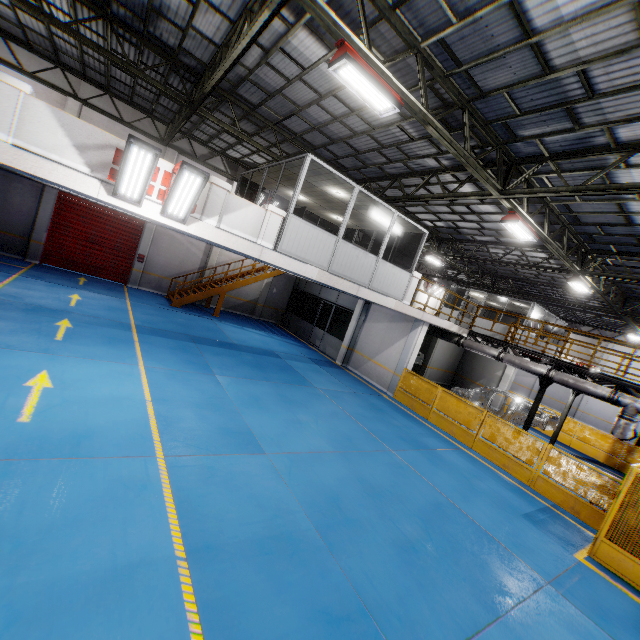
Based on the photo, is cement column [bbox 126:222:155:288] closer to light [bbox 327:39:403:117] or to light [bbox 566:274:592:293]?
light [bbox 327:39:403:117]

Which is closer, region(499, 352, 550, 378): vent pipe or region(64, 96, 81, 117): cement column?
region(499, 352, 550, 378): vent pipe

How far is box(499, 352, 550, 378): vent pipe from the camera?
13.0 meters

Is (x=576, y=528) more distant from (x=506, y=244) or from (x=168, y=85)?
(x=168, y=85)

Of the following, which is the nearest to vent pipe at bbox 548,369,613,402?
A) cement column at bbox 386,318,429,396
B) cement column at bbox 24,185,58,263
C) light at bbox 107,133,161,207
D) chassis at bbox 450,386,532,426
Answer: chassis at bbox 450,386,532,426

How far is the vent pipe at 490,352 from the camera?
14.6m

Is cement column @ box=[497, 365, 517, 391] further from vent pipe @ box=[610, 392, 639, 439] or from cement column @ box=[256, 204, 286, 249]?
cement column @ box=[256, 204, 286, 249]

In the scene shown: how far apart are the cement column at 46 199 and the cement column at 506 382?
27.23m
